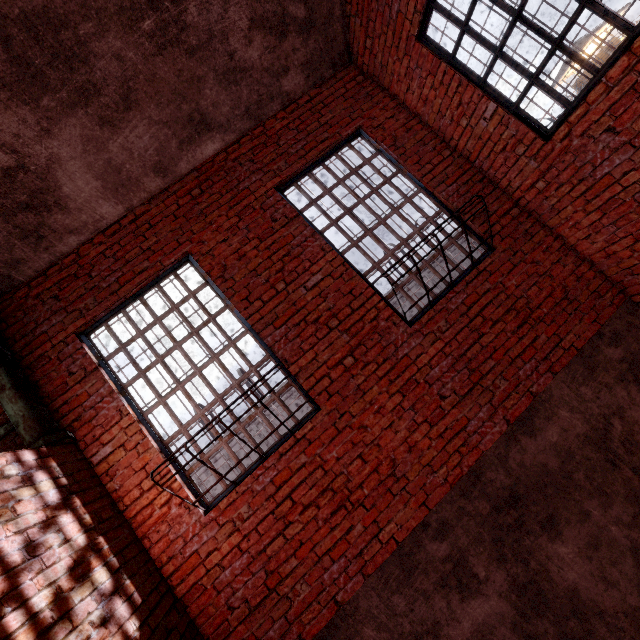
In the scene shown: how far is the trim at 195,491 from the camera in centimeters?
332cm

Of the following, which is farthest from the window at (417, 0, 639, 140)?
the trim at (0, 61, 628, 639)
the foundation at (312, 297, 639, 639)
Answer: the foundation at (312, 297, 639, 639)

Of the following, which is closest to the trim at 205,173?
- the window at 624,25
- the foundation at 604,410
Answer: the foundation at 604,410

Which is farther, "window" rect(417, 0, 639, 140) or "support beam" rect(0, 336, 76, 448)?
"support beam" rect(0, 336, 76, 448)

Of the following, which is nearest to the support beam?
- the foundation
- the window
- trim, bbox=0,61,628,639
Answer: trim, bbox=0,61,628,639

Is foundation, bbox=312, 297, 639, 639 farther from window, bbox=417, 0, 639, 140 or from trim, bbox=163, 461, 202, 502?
window, bbox=417, 0, 639, 140

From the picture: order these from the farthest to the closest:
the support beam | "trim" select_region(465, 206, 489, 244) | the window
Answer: "trim" select_region(465, 206, 489, 244) < the support beam < the window

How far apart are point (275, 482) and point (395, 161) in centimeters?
435cm
